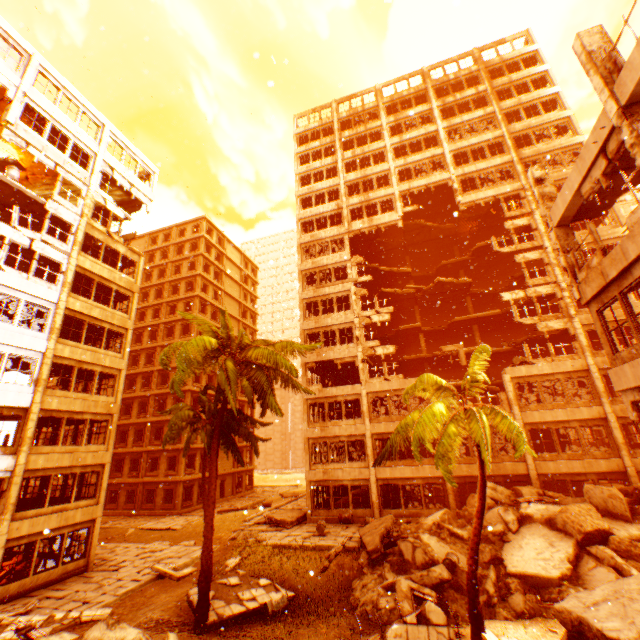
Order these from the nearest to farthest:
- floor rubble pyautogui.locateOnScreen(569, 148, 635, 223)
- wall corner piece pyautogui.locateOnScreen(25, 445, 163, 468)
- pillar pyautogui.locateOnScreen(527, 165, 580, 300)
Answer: floor rubble pyautogui.locateOnScreen(569, 148, 635, 223), pillar pyautogui.locateOnScreen(527, 165, 580, 300), wall corner piece pyautogui.locateOnScreen(25, 445, 163, 468)

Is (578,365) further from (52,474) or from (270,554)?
(52,474)

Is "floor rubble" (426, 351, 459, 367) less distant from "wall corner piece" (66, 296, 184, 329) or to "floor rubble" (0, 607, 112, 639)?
"wall corner piece" (66, 296, 184, 329)

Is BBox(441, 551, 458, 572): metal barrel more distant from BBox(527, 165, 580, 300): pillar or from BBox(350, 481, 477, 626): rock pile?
BBox(527, 165, 580, 300): pillar

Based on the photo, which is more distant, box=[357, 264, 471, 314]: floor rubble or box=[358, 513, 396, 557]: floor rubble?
box=[357, 264, 471, 314]: floor rubble

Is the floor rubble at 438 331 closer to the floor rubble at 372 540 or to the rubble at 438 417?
the rubble at 438 417

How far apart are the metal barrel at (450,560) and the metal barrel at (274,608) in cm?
615

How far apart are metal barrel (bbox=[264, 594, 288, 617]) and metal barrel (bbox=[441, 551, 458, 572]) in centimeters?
615cm
